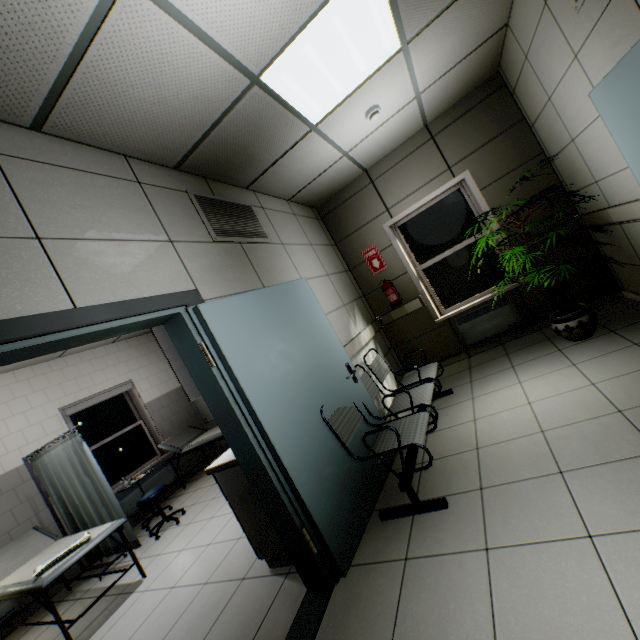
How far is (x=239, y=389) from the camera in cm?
211

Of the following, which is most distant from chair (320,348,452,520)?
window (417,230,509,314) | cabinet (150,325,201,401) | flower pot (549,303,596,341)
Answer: window (417,230,509,314)

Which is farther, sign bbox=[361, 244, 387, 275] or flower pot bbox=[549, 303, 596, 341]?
sign bbox=[361, 244, 387, 275]

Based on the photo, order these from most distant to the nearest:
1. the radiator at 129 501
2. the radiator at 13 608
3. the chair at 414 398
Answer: the radiator at 129 501, the radiator at 13 608, the chair at 414 398

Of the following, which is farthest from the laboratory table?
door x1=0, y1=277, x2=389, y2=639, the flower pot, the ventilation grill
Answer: the flower pot

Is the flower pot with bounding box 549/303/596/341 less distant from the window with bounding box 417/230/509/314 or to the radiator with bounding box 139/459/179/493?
the window with bounding box 417/230/509/314

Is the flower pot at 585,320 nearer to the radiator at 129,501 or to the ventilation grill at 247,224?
the ventilation grill at 247,224

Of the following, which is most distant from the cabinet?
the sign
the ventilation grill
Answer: the sign
